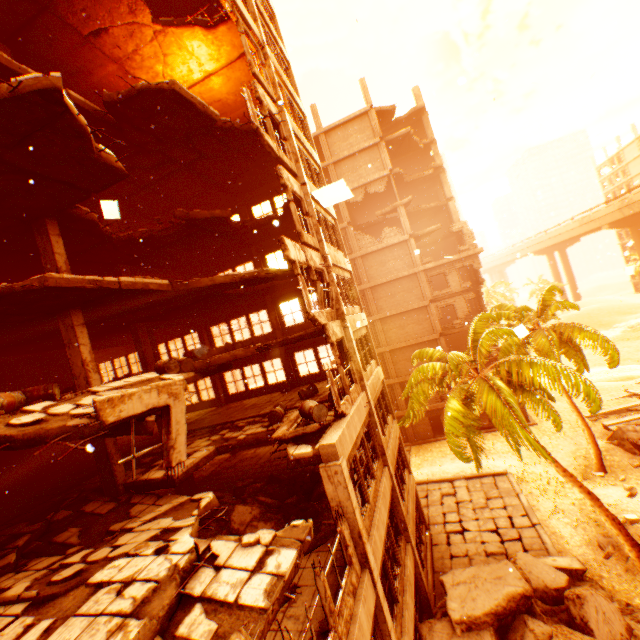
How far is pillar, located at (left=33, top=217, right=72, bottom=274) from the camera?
10.1m

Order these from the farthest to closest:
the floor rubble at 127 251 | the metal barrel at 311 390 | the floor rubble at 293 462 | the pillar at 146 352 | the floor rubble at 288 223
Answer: the pillar at 146 352
the floor rubble at 288 223
the metal barrel at 311 390
the floor rubble at 127 251
the floor rubble at 293 462

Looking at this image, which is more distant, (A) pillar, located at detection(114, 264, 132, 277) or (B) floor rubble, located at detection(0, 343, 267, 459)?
(A) pillar, located at detection(114, 264, 132, 277)

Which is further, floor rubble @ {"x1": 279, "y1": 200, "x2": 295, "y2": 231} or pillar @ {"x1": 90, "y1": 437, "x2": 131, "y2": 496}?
floor rubble @ {"x1": 279, "y1": 200, "x2": 295, "y2": 231}

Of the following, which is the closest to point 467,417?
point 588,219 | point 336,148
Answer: point 336,148

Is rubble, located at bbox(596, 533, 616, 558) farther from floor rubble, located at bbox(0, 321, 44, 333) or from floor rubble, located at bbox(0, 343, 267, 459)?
floor rubble, located at bbox(0, 321, 44, 333)

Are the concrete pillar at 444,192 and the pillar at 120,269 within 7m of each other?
no

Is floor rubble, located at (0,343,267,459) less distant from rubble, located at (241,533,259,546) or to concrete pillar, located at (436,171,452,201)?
rubble, located at (241,533,259,546)
